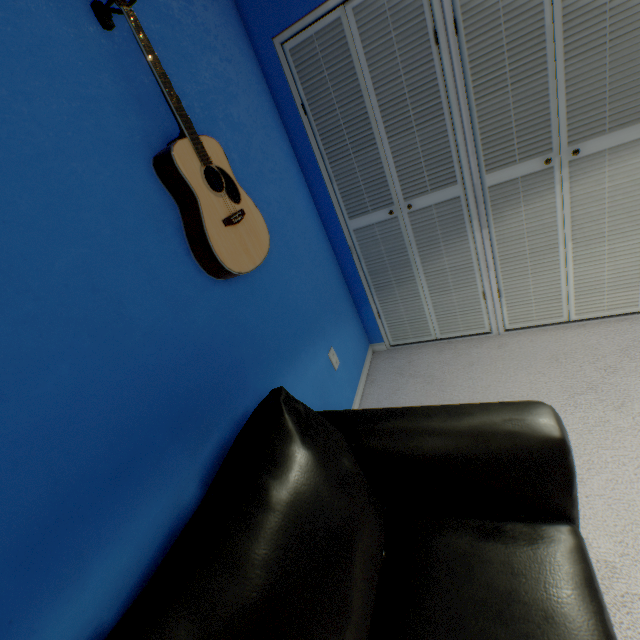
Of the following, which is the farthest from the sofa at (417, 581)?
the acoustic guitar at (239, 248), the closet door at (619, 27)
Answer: the closet door at (619, 27)

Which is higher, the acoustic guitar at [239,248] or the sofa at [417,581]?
the acoustic guitar at [239,248]

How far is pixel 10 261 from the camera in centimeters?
67cm

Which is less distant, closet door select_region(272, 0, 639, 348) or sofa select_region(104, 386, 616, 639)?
sofa select_region(104, 386, 616, 639)

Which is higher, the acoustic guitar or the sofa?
the acoustic guitar

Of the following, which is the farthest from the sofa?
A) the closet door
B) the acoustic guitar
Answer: the closet door

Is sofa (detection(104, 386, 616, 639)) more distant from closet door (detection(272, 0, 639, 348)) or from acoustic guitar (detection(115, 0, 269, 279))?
closet door (detection(272, 0, 639, 348))
